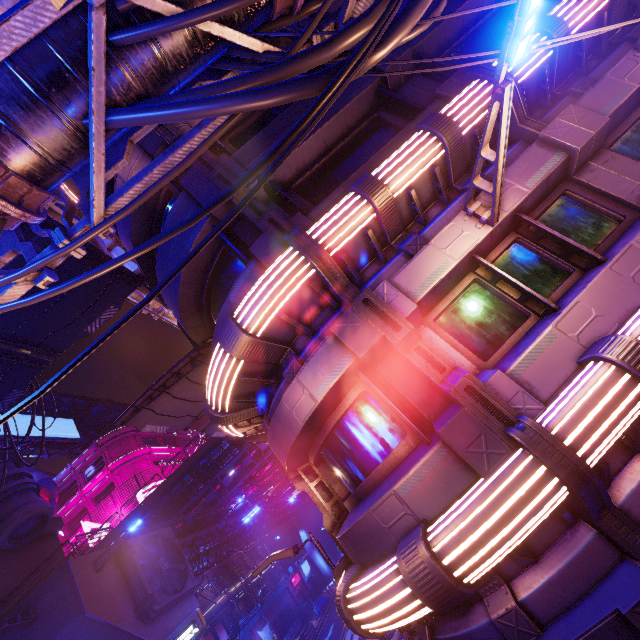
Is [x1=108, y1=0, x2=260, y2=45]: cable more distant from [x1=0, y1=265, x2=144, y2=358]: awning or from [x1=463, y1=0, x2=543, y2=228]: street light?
[x1=0, y1=265, x2=144, y2=358]: awning

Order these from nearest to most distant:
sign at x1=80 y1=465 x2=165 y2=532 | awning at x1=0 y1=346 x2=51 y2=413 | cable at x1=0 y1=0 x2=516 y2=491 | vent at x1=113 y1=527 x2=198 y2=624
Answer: cable at x1=0 y1=0 x2=516 y2=491 → awning at x1=0 y1=346 x2=51 y2=413 → vent at x1=113 y1=527 x2=198 y2=624 → sign at x1=80 y1=465 x2=165 y2=532

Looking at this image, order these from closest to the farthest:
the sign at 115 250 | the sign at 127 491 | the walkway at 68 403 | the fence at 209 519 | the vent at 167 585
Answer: the sign at 115 250, the vent at 167 585, the fence at 209 519, the sign at 127 491, the walkway at 68 403

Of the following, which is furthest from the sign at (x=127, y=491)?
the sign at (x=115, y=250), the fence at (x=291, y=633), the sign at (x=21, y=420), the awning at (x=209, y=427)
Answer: the awning at (x=209, y=427)

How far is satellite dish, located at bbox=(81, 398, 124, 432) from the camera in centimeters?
5009cm

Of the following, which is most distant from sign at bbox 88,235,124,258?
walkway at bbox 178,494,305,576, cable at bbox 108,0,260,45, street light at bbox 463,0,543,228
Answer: walkway at bbox 178,494,305,576

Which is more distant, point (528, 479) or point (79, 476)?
point (79, 476)

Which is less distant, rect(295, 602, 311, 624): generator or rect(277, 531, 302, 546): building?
rect(295, 602, 311, 624): generator
